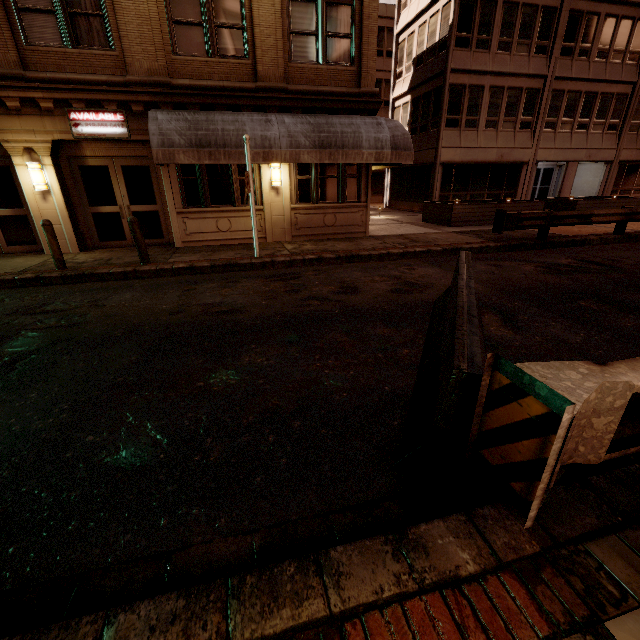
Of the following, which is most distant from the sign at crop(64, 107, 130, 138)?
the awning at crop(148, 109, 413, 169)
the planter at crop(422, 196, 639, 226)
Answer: the planter at crop(422, 196, 639, 226)

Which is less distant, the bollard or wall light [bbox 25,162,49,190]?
the bollard

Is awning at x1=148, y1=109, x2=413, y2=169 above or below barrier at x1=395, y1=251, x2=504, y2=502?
above

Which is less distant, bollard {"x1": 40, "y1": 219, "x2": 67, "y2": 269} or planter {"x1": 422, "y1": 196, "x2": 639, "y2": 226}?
bollard {"x1": 40, "y1": 219, "x2": 67, "y2": 269}

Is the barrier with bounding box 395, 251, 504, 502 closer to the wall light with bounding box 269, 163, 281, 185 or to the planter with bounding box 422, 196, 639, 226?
the wall light with bounding box 269, 163, 281, 185

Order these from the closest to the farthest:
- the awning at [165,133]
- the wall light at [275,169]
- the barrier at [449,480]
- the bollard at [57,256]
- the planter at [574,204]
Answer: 1. the barrier at [449,480]
2. the bollard at [57,256]
3. the awning at [165,133]
4. the wall light at [275,169]
5. the planter at [574,204]

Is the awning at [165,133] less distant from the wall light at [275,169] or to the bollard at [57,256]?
the wall light at [275,169]

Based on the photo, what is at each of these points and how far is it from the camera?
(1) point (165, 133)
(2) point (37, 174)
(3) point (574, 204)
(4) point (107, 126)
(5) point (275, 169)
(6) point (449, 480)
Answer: (1) awning, 8.7 meters
(2) wall light, 9.3 meters
(3) planter, 16.0 meters
(4) sign, 9.3 meters
(5) wall light, 10.8 meters
(6) barrier, 2.3 meters
